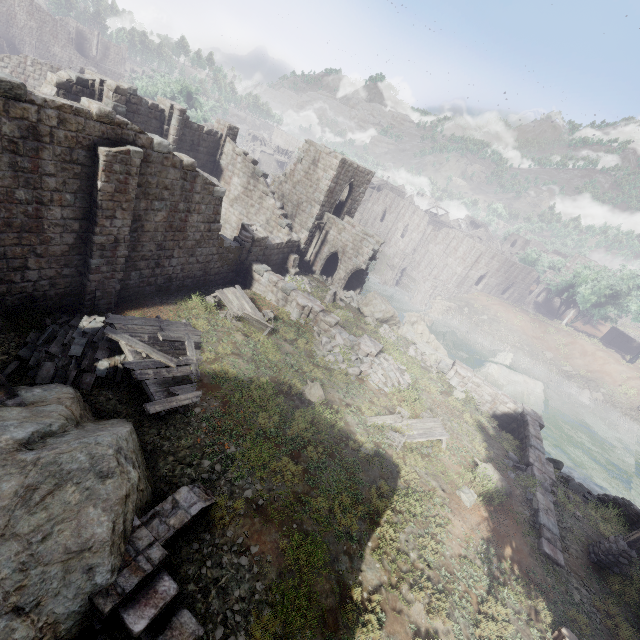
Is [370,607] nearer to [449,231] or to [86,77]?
[86,77]

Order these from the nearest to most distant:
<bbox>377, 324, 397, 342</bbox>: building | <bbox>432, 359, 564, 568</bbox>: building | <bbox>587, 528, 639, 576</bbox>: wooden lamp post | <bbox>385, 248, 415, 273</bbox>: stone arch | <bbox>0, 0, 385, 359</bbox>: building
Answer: <bbox>0, 0, 385, 359</bbox>: building, <bbox>587, 528, 639, 576</bbox>: wooden lamp post, <bbox>432, 359, 564, 568</bbox>: building, <bbox>377, 324, 397, 342</bbox>: building, <bbox>385, 248, 415, 273</bbox>: stone arch

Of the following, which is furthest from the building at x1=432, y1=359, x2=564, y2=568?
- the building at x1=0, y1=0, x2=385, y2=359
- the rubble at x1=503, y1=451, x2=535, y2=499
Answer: the building at x1=0, y1=0, x2=385, y2=359

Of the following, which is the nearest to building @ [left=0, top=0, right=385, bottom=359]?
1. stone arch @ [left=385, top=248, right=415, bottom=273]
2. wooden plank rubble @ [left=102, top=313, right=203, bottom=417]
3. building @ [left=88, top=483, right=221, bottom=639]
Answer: stone arch @ [left=385, top=248, right=415, bottom=273]

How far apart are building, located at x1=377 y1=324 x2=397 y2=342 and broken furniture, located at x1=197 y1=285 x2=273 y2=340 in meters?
8.1 m

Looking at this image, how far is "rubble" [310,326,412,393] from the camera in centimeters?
1666cm

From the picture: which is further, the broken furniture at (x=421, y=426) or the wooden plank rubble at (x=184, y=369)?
the broken furniture at (x=421, y=426)

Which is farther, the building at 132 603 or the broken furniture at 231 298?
the broken furniture at 231 298
